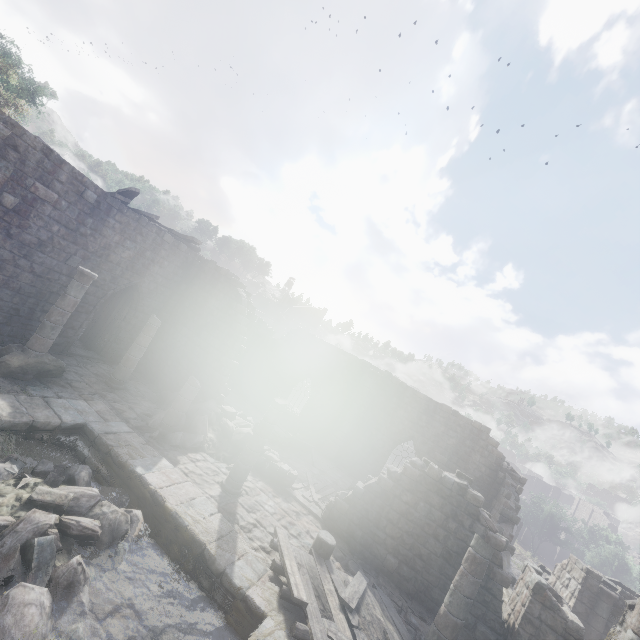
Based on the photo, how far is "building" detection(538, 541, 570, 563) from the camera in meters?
52.4

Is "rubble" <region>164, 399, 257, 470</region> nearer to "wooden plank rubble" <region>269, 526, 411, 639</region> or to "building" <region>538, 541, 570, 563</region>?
"building" <region>538, 541, 570, 563</region>

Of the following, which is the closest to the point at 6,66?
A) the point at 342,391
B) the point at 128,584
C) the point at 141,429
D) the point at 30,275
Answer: the point at 30,275

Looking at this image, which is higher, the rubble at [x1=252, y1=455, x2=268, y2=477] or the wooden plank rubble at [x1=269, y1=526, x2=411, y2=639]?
the wooden plank rubble at [x1=269, y1=526, x2=411, y2=639]

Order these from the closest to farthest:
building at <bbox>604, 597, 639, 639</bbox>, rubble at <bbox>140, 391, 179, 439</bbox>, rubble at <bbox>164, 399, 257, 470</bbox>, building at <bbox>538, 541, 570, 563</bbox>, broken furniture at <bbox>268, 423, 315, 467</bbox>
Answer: building at <bbox>604, 597, 639, 639</bbox>, rubble at <bbox>140, 391, 179, 439</bbox>, rubble at <bbox>164, 399, 257, 470</bbox>, broken furniture at <bbox>268, 423, 315, 467</bbox>, building at <bbox>538, 541, 570, 563</bbox>

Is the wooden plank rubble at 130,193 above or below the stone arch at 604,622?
above

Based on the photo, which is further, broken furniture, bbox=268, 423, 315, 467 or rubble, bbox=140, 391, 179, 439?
broken furniture, bbox=268, 423, 315, 467

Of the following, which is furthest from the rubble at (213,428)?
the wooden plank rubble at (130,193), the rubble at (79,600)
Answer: the wooden plank rubble at (130,193)
